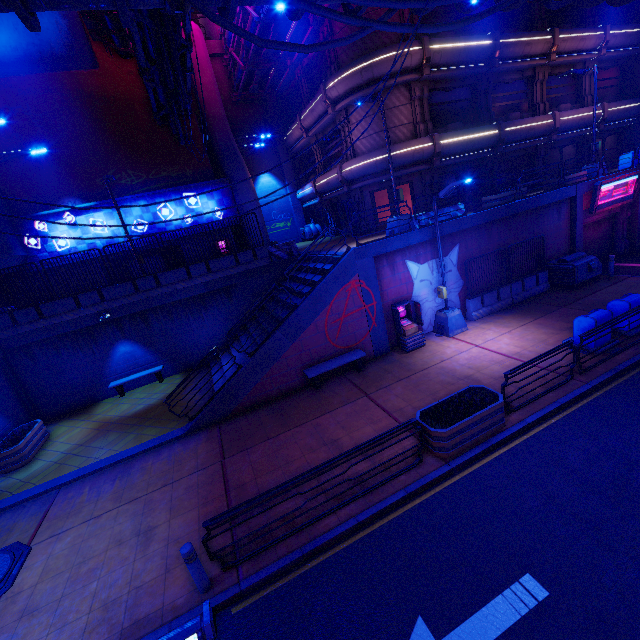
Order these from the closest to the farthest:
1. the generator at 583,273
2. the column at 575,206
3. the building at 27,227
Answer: the generator at 583,273
the column at 575,206
the building at 27,227

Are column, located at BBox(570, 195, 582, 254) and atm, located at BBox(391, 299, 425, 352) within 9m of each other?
no

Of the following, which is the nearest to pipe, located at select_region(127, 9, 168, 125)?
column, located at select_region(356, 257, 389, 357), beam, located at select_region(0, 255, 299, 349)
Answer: beam, located at select_region(0, 255, 299, 349)

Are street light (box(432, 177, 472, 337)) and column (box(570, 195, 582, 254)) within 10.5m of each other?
yes

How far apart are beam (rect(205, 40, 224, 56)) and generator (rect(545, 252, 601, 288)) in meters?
28.0

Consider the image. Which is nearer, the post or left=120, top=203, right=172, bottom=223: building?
the post

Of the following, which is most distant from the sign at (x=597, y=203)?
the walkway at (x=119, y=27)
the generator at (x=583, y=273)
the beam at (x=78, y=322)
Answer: the beam at (x=78, y=322)

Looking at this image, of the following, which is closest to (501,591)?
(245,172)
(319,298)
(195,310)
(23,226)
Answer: (319,298)
